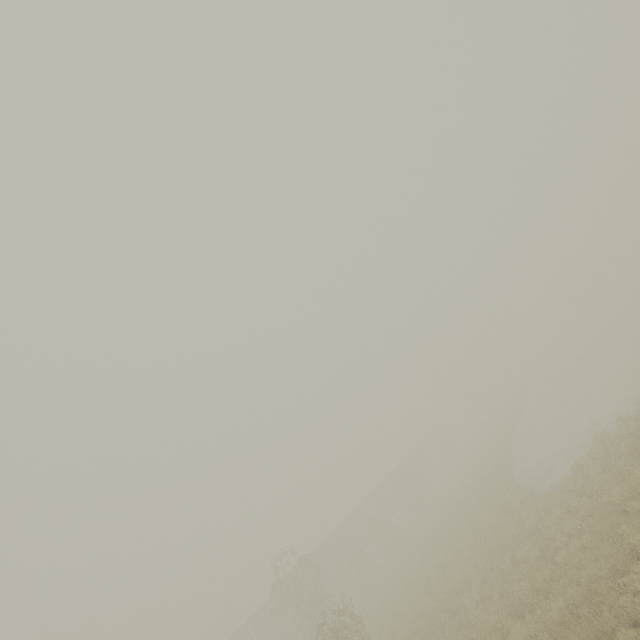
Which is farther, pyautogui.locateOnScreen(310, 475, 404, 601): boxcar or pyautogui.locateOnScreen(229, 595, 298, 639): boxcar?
pyautogui.locateOnScreen(310, 475, 404, 601): boxcar

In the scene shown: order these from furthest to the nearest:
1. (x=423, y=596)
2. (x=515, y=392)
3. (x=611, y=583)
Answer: (x=515, y=392)
(x=423, y=596)
(x=611, y=583)

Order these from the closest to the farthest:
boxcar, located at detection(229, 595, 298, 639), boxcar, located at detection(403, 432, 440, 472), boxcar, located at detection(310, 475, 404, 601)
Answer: boxcar, located at detection(229, 595, 298, 639), boxcar, located at detection(310, 475, 404, 601), boxcar, located at detection(403, 432, 440, 472)

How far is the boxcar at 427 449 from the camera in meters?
50.9 m

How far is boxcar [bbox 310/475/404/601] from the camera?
33.94m
